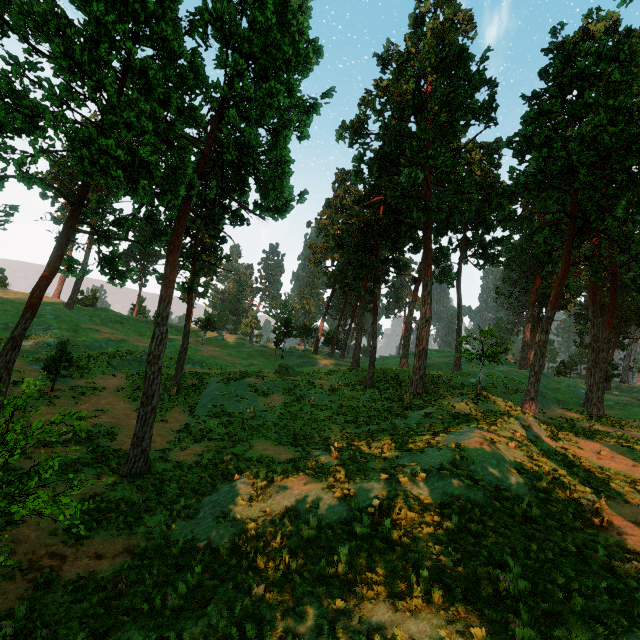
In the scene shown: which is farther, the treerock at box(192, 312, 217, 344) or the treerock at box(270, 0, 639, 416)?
the treerock at box(192, 312, 217, 344)

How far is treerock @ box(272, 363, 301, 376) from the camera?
35.1 meters

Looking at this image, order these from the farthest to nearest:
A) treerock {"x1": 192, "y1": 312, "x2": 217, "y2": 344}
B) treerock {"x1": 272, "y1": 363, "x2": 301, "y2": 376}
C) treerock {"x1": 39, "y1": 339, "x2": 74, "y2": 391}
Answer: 1. treerock {"x1": 192, "y1": 312, "x2": 217, "y2": 344}
2. treerock {"x1": 272, "y1": 363, "x2": 301, "y2": 376}
3. treerock {"x1": 39, "y1": 339, "x2": 74, "y2": 391}

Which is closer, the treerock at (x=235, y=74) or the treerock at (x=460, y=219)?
the treerock at (x=235, y=74)

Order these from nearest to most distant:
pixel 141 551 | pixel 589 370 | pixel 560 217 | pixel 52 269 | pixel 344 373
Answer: pixel 141 551 → pixel 52 269 → pixel 560 217 → pixel 589 370 → pixel 344 373

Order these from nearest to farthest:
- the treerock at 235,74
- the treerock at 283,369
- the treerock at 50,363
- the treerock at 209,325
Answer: the treerock at 235,74 → the treerock at 50,363 → the treerock at 283,369 → the treerock at 209,325
